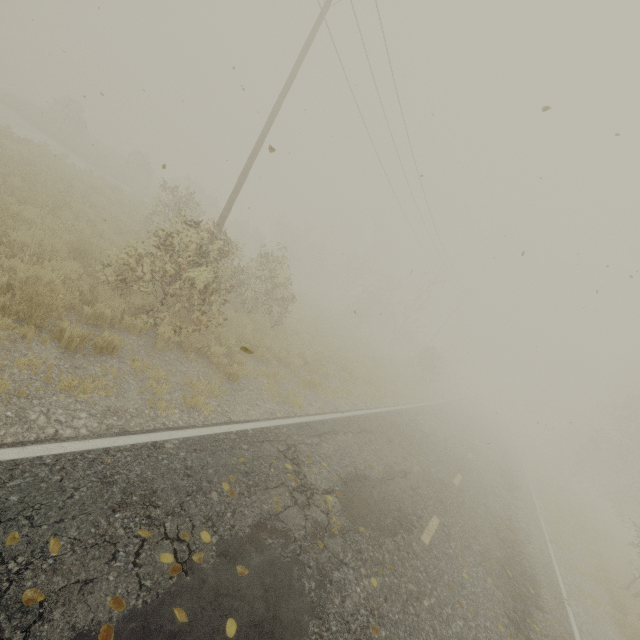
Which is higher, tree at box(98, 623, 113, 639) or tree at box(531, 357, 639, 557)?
tree at box(531, 357, 639, 557)

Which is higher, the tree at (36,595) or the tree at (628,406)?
the tree at (628,406)

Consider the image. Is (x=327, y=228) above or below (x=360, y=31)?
below

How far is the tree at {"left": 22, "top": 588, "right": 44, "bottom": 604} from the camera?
2.45m

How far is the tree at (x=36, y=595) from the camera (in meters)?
2.45

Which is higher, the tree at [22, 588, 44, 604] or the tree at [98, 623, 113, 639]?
the tree at [98, 623, 113, 639]

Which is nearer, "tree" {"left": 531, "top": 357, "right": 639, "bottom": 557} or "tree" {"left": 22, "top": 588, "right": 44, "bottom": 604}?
"tree" {"left": 22, "top": 588, "right": 44, "bottom": 604}
